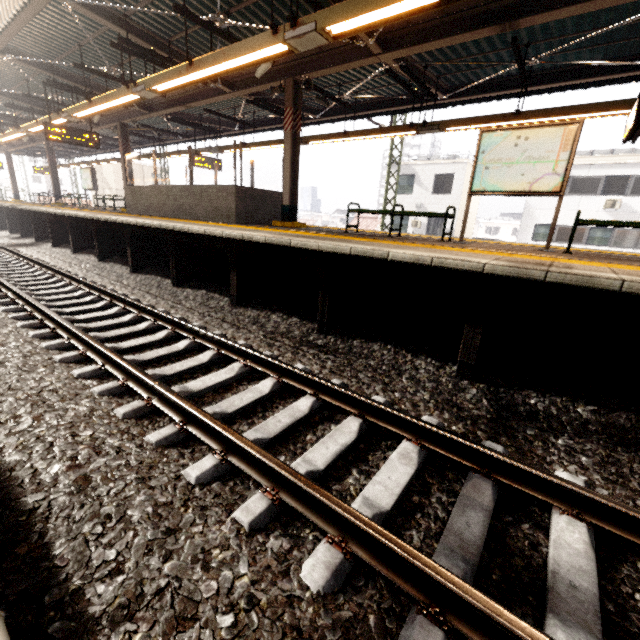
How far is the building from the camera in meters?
53.6

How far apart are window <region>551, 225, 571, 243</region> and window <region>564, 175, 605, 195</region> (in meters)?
1.72

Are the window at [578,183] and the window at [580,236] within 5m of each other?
yes

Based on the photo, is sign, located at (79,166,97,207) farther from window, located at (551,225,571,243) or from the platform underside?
window, located at (551,225,571,243)

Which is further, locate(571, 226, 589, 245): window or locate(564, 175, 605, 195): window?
locate(571, 226, 589, 245): window

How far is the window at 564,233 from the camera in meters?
21.1

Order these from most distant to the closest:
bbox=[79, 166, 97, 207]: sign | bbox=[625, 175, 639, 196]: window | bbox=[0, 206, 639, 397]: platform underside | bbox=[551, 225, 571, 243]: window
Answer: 1. bbox=[551, 225, 571, 243]: window
2. bbox=[625, 175, 639, 196]: window
3. bbox=[79, 166, 97, 207]: sign
4. bbox=[0, 206, 639, 397]: platform underside

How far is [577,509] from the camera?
2.0 meters
